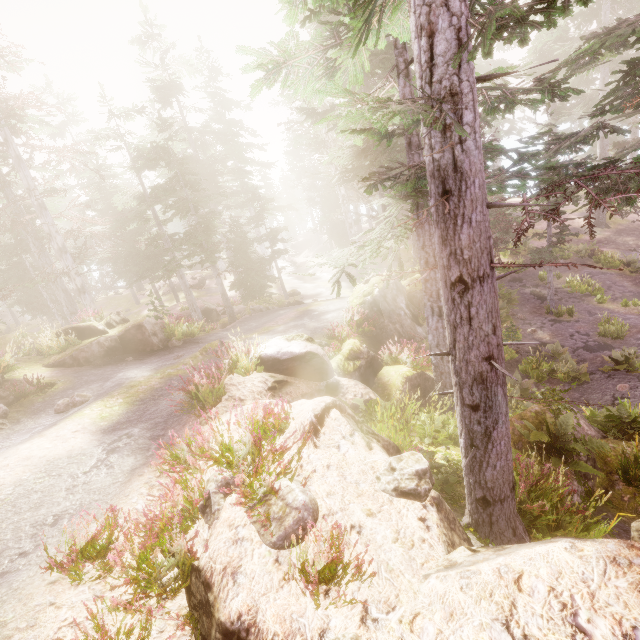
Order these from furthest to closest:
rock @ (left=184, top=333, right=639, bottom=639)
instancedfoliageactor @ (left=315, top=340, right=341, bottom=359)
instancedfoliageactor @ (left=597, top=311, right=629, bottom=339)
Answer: instancedfoliageactor @ (left=597, top=311, right=629, bottom=339) < instancedfoliageactor @ (left=315, top=340, right=341, bottom=359) < rock @ (left=184, top=333, right=639, bottom=639)

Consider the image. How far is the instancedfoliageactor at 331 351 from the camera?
11.8 meters

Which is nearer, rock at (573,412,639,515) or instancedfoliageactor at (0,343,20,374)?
rock at (573,412,639,515)

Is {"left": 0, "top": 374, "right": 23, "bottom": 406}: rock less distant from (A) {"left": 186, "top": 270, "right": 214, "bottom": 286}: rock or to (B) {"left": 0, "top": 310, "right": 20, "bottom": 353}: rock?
(B) {"left": 0, "top": 310, "right": 20, "bottom": 353}: rock

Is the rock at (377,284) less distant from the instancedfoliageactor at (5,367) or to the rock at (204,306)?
the instancedfoliageactor at (5,367)

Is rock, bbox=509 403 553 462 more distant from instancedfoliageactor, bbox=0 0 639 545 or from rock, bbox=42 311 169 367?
rock, bbox=42 311 169 367

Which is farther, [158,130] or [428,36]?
[158,130]
